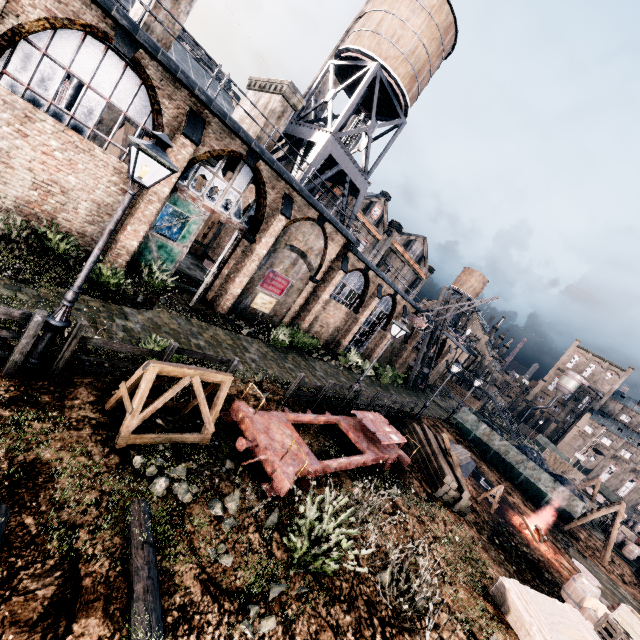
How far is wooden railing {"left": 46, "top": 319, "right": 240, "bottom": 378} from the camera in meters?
6.9 m

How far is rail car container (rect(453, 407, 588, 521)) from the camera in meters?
24.6 m

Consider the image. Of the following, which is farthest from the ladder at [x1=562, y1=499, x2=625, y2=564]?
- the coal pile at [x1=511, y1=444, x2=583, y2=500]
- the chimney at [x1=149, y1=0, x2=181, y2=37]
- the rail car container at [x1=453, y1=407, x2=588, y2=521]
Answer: the chimney at [x1=149, y1=0, x2=181, y2=37]

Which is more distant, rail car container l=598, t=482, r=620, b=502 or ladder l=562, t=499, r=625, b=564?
rail car container l=598, t=482, r=620, b=502

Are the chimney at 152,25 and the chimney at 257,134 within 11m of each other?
yes

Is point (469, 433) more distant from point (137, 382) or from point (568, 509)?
point (137, 382)

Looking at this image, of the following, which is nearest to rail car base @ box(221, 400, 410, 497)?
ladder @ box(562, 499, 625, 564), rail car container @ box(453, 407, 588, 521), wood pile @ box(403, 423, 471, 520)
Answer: wood pile @ box(403, 423, 471, 520)

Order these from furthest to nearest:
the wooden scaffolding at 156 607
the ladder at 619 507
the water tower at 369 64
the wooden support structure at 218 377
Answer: the ladder at 619 507, the water tower at 369 64, the wooden support structure at 218 377, the wooden scaffolding at 156 607
